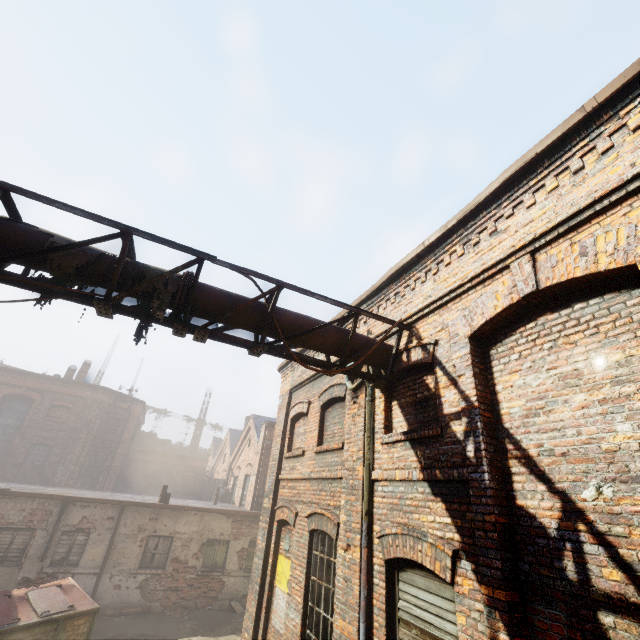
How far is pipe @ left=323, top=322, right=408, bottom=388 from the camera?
5.6m

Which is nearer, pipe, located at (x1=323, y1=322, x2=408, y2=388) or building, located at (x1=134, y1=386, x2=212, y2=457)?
pipe, located at (x1=323, y1=322, x2=408, y2=388)

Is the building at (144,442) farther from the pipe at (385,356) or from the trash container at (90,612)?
the pipe at (385,356)

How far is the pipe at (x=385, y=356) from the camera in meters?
5.6

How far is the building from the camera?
41.1m

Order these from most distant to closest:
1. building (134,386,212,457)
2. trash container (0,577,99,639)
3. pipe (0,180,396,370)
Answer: building (134,386,212,457)
trash container (0,577,99,639)
pipe (0,180,396,370)

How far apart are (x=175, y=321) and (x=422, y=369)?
3.9 meters

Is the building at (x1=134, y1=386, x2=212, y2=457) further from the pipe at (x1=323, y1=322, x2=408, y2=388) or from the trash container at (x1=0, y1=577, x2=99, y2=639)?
the pipe at (x1=323, y1=322, x2=408, y2=388)
